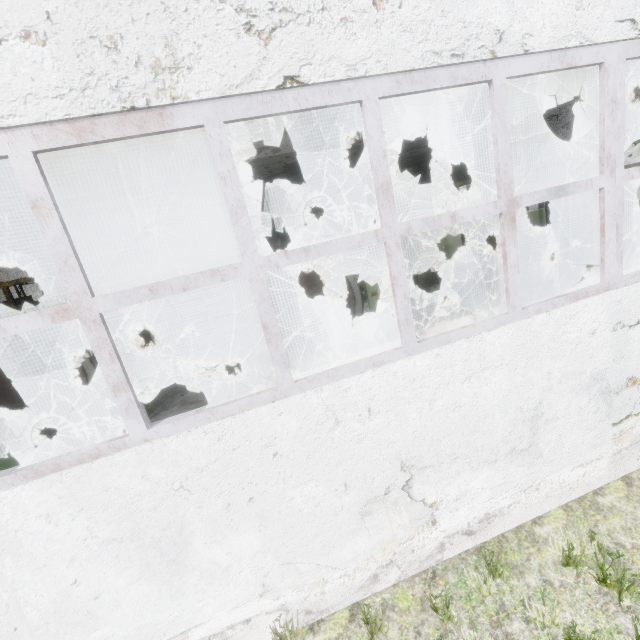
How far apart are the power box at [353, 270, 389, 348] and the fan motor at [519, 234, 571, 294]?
6.1m

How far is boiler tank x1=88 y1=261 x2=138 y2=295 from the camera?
10.5 meters

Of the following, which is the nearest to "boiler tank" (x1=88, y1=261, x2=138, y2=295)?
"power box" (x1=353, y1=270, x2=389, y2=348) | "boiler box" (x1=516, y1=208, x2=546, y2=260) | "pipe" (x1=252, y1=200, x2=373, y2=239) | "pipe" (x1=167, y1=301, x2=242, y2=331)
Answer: "pipe" (x1=167, y1=301, x2=242, y2=331)

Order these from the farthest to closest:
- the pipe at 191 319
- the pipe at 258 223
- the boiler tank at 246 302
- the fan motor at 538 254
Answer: the pipe at 191 319 → the fan motor at 538 254 → the boiler tank at 246 302 → the pipe at 258 223

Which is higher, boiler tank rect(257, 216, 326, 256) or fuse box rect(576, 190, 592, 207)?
boiler tank rect(257, 216, 326, 256)

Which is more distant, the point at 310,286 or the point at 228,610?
the point at 310,286

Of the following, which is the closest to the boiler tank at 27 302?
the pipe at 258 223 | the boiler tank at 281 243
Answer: the boiler tank at 281 243

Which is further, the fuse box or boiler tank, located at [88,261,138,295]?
the fuse box
